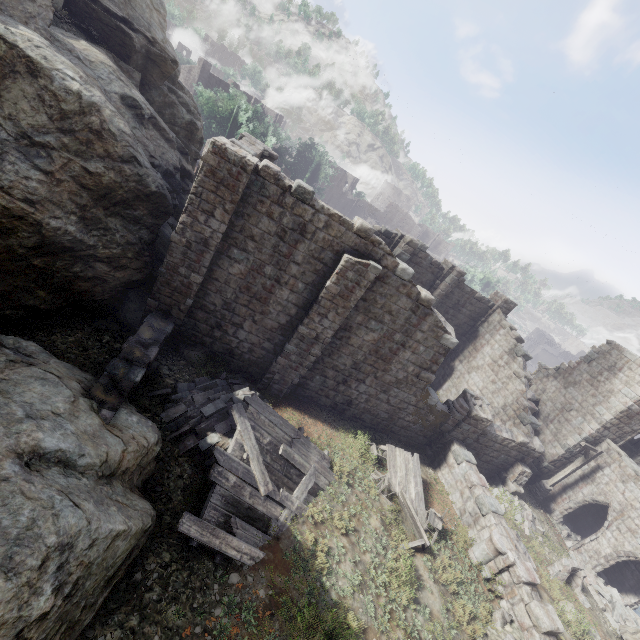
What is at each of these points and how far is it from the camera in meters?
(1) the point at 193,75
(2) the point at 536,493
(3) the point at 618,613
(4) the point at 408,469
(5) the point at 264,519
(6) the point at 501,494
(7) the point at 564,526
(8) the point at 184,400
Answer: (1) building, 43.9 m
(2) wooden lamp post, 19.3 m
(3) rubble, 14.3 m
(4) broken furniture, 13.0 m
(5) wooden plank rubble, 8.5 m
(6) rubble, 16.2 m
(7) rubble, 19.2 m
(8) rubble, 10.3 m

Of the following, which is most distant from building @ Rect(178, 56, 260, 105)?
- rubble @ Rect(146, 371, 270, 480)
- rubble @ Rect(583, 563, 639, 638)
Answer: rubble @ Rect(146, 371, 270, 480)

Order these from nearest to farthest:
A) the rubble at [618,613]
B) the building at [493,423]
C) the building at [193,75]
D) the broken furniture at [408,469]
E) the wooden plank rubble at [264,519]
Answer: the wooden plank rubble at [264,519]
the building at [493,423]
the broken furniture at [408,469]
the rubble at [618,613]
the building at [193,75]

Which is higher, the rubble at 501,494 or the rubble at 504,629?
the rubble at 504,629

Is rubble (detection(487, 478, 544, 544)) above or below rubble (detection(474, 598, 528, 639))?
below

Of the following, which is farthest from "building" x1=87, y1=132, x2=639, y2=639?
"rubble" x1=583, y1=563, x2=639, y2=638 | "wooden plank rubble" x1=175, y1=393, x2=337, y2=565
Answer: "wooden plank rubble" x1=175, y1=393, x2=337, y2=565

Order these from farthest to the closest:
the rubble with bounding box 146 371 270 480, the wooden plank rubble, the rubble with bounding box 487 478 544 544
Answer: the rubble with bounding box 487 478 544 544 → the rubble with bounding box 146 371 270 480 → the wooden plank rubble

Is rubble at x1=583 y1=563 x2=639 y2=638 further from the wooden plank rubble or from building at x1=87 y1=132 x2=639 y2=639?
the wooden plank rubble
